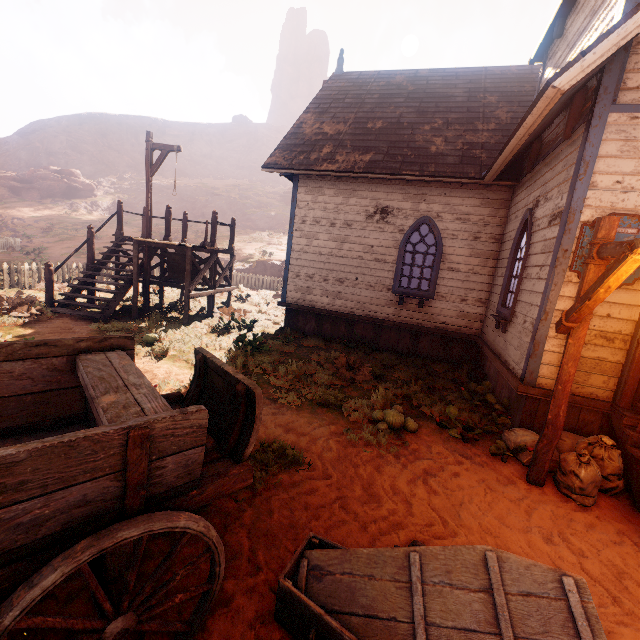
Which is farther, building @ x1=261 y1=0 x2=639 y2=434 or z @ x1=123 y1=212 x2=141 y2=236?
z @ x1=123 y1=212 x2=141 y2=236

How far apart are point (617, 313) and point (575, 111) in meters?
3.2

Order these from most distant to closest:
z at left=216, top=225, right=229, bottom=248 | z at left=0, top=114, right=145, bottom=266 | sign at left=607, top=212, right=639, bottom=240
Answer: z at left=216, top=225, right=229, bottom=248
z at left=0, top=114, right=145, bottom=266
sign at left=607, top=212, right=639, bottom=240

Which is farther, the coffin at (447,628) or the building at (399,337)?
the building at (399,337)

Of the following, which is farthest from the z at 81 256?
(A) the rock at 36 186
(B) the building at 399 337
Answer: (A) the rock at 36 186

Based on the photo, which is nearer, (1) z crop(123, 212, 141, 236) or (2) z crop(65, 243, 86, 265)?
(2) z crop(65, 243, 86, 265)

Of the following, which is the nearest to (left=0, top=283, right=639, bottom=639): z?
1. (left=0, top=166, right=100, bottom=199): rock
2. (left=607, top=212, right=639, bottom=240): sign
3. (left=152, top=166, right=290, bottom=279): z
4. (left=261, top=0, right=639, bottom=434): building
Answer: (left=261, top=0, right=639, bottom=434): building
